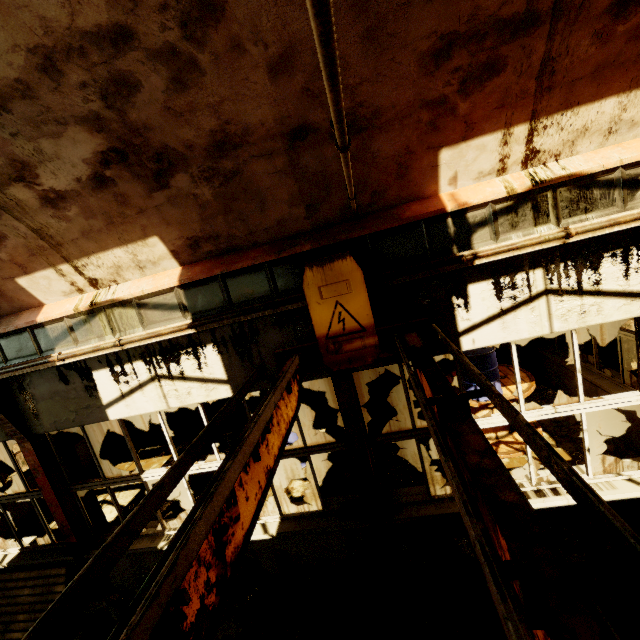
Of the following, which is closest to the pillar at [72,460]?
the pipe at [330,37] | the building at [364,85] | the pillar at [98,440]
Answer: the building at [364,85]

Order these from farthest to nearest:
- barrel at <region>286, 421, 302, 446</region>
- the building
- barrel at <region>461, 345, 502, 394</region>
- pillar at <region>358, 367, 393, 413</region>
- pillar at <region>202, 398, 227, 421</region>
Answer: pillar at <region>202, 398, 227, 421</region> < pillar at <region>358, 367, 393, 413</region> < barrel at <region>286, 421, 302, 446</region> < barrel at <region>461, 345, 502, 394</region> < the building

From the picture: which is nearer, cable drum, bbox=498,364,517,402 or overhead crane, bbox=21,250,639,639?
overhead crane, bbox=21,250,639,639

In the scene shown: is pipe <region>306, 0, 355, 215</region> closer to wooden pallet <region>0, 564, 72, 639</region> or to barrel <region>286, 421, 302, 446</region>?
barrel <region>286, 421, 302, 446</region>

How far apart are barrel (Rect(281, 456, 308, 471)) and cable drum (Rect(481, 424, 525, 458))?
3.3 meters

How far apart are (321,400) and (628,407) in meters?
6.8

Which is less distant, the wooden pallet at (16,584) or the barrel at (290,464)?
the wooden pallet at (16,584)

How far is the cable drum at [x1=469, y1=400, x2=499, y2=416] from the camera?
6.2m
